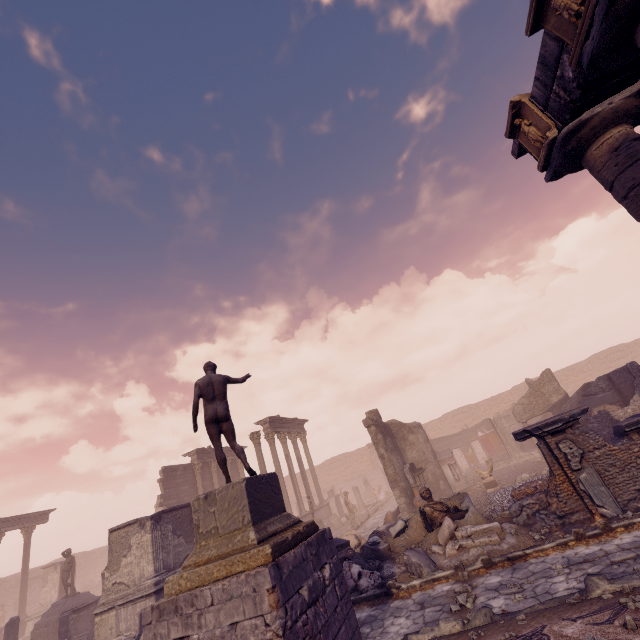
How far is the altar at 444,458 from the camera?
17.5m

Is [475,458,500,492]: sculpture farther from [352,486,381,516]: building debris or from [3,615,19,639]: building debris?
[3,615,19,639]: building debris

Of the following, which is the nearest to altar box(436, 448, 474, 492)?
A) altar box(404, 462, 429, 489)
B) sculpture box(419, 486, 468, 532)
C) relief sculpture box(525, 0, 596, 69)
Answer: altar box(404, 462, 429, 489)

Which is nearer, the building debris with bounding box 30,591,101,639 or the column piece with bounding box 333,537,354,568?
the column piece with bounding box 333,537,354,568

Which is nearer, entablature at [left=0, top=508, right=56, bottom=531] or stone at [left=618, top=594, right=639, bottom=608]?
stone at [left=618, top=594, right=639, bottom=608]

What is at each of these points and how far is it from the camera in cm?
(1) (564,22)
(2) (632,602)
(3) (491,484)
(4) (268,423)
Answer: (1) relief sculpture, 456
(2) stone, 398
(3) sculpture, 1457
(4) entablature, 2262

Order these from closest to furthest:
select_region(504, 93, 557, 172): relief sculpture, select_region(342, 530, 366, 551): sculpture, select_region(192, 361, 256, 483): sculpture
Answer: select_region(504, 93, 557, 172): relief sculpture
select_region(192, 361, 256, 483): sculpture
select_region(342, 530, 366, 551): sculpture

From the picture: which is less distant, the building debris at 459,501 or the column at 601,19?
the column at 601,19
